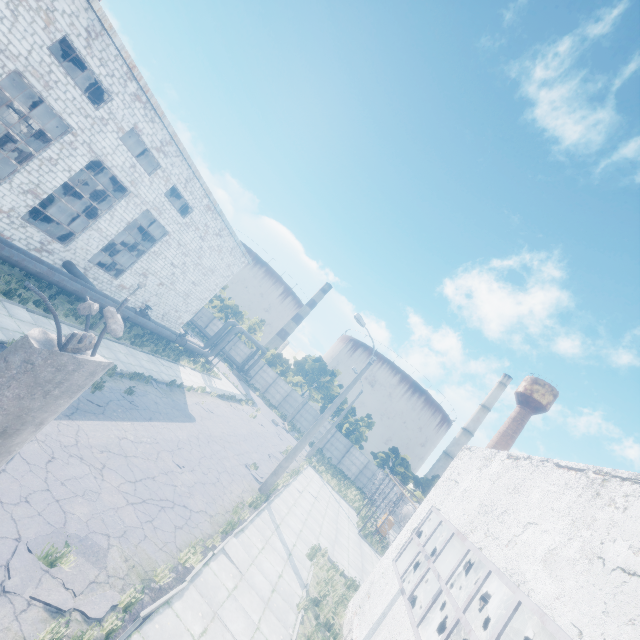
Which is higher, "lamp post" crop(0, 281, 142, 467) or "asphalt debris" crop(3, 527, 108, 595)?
"lamp post" crop(0, 281, 142, 467)

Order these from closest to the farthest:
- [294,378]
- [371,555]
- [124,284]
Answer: [371,555], [124,284], [294,378]

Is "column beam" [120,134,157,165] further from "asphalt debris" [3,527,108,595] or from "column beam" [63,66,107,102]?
"asphalt debris" [3,527,108,595]

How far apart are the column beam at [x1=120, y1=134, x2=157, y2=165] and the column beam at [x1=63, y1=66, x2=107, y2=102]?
3.82m

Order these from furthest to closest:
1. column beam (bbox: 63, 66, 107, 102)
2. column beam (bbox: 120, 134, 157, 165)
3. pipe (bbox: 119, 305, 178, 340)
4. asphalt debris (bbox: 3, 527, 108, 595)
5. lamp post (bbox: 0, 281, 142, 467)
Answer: column beam (bbox: 120, 134, 157, 165), column beam (bbox: 63, 66, 107, 102), pipe (bbox: 119, 305, 178, 340), asphalt debris (bbox: 3, 527, 108, 595), lamp post (bbox: 0, 281, 142, 467)

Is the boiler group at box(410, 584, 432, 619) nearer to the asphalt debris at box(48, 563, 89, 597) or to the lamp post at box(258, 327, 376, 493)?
the lamp post at box(258, 327, 376, 493)

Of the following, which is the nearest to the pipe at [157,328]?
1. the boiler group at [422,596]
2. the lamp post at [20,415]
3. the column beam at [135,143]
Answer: the column beam at [135,143]

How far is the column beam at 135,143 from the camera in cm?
2758
